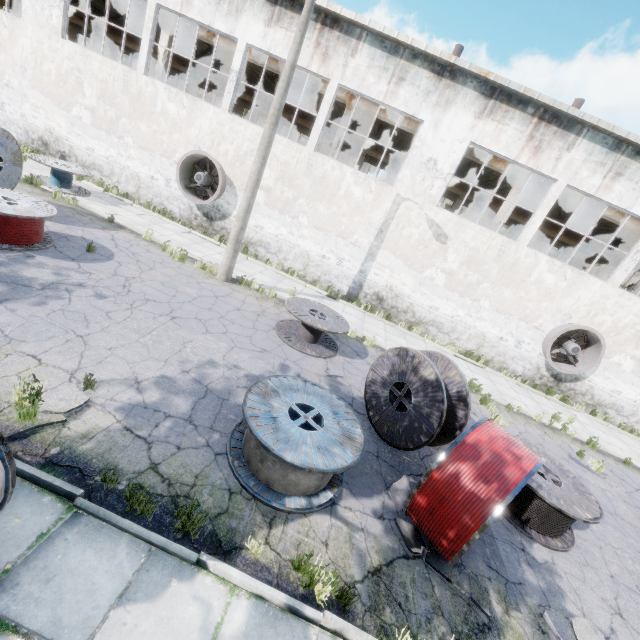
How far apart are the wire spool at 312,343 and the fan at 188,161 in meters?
7.4 m

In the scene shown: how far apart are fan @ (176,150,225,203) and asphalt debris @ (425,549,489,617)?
14.0m

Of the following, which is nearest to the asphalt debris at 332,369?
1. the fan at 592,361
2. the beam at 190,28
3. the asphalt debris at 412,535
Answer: the asphalt debris at 412,535

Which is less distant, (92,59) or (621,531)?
(621,531)

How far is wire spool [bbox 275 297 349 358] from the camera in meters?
9.0 m

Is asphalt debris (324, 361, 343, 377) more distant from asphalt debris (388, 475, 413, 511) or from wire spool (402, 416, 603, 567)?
asphalt debris (388, 475, 413, 511)

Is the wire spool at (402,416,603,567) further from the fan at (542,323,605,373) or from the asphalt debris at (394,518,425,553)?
the fan at (542,323,605,373)

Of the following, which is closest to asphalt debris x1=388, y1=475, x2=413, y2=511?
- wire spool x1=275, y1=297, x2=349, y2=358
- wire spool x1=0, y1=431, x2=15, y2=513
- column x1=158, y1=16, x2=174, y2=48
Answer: wire spool x1=275, y1=297, x2=349, y2=358
